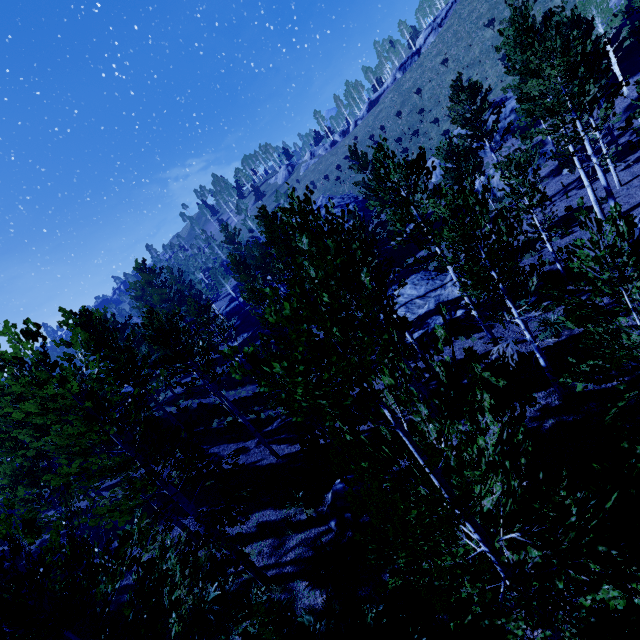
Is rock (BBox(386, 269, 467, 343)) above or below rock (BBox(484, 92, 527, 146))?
below

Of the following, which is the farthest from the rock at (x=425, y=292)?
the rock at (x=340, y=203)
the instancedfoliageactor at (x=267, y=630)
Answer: the rock at (x=340, y=203)

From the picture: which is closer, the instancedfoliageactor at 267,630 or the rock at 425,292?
the instancedfoliageactor at 267,630

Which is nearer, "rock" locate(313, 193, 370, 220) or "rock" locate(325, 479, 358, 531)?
"rock" locate(325, 479, 358, 531)

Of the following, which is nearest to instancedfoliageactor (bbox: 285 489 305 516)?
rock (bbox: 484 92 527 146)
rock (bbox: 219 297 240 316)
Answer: rock (bbox: 219 297 240 316)

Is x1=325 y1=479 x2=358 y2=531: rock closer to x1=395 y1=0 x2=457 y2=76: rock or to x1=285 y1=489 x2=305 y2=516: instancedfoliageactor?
x1=285 y1=489 x2=305 y2=516: instancedfoliageactor

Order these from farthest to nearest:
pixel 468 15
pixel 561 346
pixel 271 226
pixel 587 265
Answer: pixel 468 15 → pixel 271 226 → pixel 561 346 → pixel 587 265

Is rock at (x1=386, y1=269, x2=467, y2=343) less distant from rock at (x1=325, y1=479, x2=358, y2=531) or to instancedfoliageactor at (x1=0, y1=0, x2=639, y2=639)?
instancedfoliageactor at (x1=0, y1=0, x2=639, y2=639)
